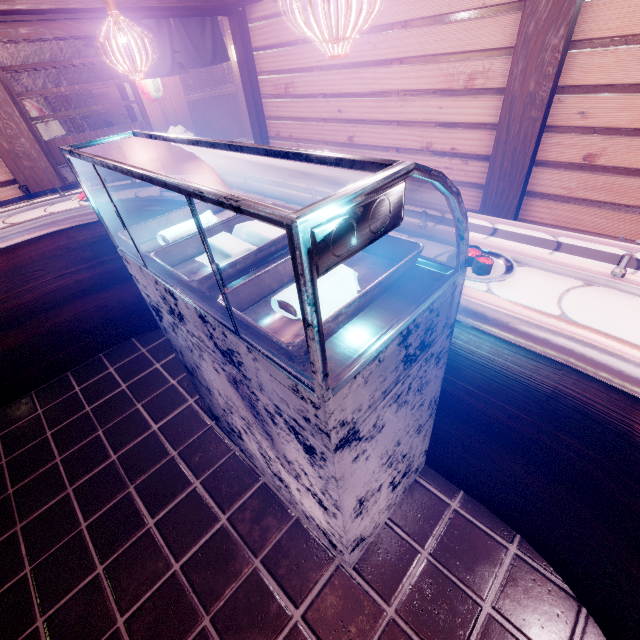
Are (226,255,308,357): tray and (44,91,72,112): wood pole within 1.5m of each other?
no

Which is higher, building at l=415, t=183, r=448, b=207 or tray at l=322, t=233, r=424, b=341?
tray at l=322, t=233, r=424, b=341

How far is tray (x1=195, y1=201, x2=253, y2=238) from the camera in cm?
277

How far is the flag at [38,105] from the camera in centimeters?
1312cm

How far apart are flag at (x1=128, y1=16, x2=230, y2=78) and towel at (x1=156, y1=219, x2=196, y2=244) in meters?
8.4 m

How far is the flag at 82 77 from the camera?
8.1 meters

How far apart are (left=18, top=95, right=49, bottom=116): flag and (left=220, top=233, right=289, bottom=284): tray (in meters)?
16.38

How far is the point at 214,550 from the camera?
3.44m
